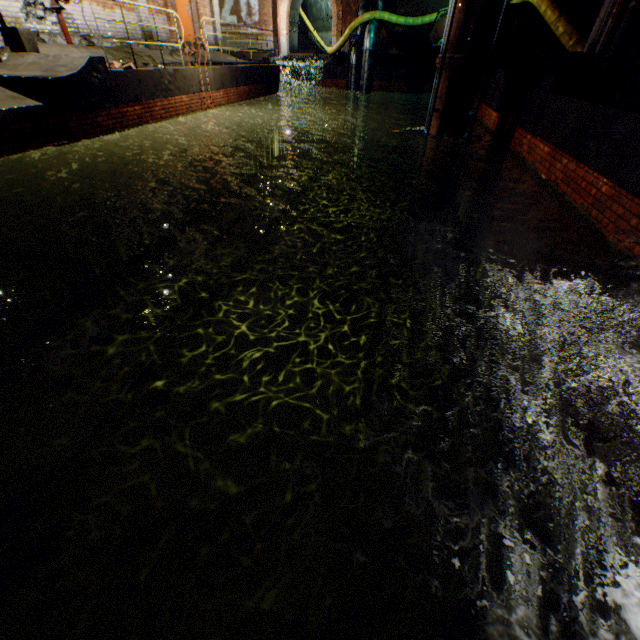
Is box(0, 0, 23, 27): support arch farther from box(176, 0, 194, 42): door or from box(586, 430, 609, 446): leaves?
box(586, 430, 609, 446): leaves

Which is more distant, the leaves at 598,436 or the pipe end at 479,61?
the pipe end at 479,61

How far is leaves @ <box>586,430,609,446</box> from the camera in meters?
1.8 m

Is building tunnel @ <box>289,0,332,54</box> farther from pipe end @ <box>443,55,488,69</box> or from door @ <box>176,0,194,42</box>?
pipe end @ <box>443,55,488,69</box>

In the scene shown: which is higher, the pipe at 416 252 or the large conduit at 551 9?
the large conduit at 551 9

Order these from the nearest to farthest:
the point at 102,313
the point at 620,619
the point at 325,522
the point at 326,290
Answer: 1. the point at 620,619
2. the point at 325,522
3. the point at 102,313
4. the point at 326,290

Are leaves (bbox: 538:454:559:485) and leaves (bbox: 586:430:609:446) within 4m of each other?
yes

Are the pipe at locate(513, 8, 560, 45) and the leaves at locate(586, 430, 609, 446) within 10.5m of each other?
no
